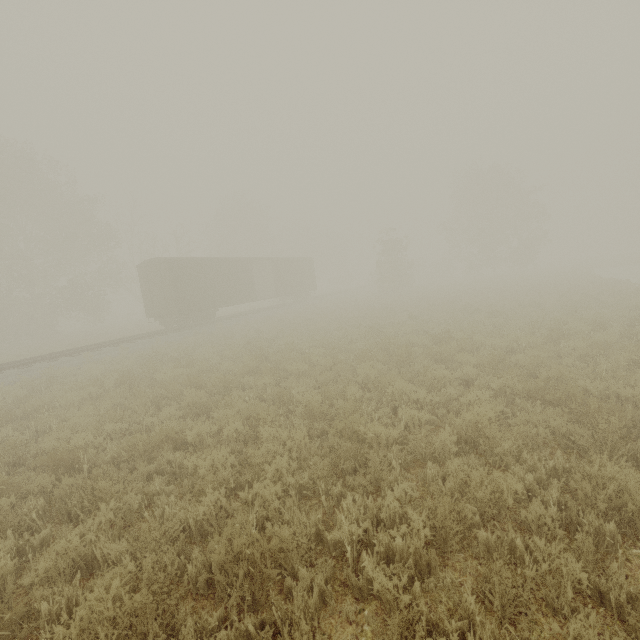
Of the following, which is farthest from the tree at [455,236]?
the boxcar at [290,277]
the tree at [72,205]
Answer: the boxcar at [290,277]

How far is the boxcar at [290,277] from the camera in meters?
20.9

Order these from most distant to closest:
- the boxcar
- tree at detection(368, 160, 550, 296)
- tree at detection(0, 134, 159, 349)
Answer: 1. tree at detection(368, 160, 550, 296)
2. tree at detection(0, 134, 159, 349)
3. the boxcar

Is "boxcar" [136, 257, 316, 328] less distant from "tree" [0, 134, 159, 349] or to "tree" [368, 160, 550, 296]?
"tree" [0, 134, 159, 349]

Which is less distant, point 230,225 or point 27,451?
point 27,451

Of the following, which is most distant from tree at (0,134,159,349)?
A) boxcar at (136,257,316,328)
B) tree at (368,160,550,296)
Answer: tree at (368,160,550,296)
